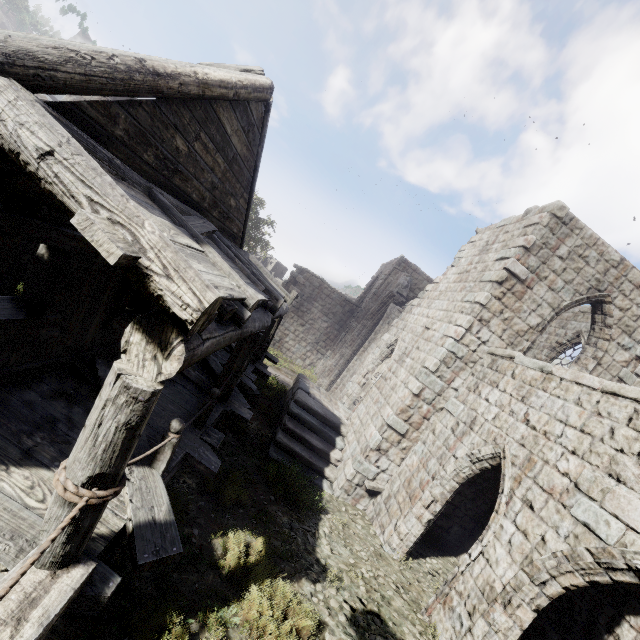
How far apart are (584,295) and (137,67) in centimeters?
1188cm
